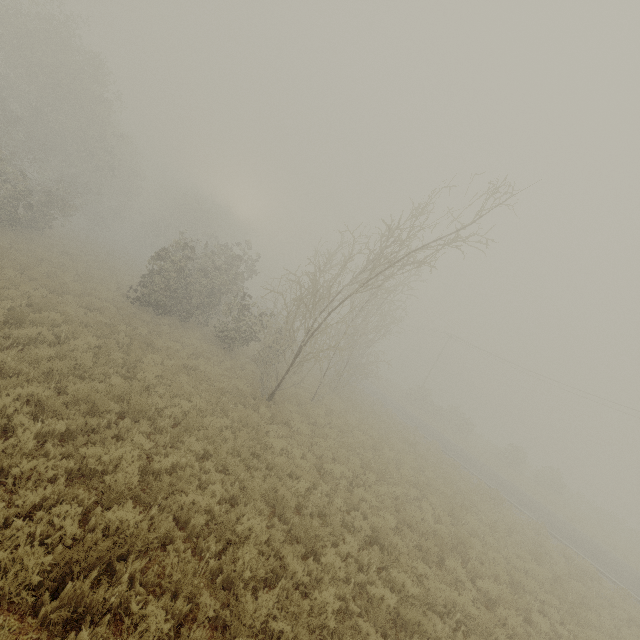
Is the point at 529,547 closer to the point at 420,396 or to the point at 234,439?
the point at 234,439

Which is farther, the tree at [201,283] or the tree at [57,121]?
the tree at [57,121]

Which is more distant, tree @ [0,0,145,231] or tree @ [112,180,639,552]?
tree @ [0,0,145,231]
